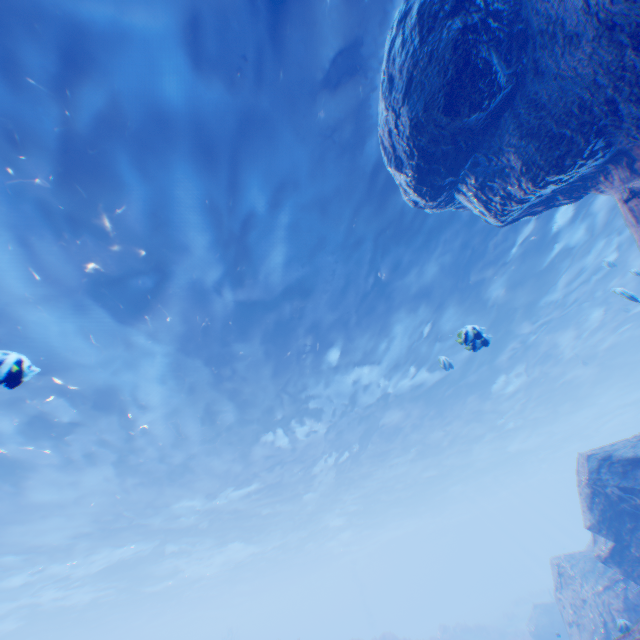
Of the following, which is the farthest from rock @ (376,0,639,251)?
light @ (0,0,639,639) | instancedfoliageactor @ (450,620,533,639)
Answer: instancedfoliageactor @ (450,620,533,639)

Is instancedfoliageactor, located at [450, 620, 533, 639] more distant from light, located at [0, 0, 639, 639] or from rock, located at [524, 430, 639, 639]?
rock, located at [524, 430, 639, 639]

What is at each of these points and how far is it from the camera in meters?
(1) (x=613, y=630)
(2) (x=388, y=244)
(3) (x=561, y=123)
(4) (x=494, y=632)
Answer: (1) rock, 9.1
(2) light, 11.3
(3) rock, 4.6
(4) instancedfoliageactor, 26.8

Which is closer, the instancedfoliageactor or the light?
the light

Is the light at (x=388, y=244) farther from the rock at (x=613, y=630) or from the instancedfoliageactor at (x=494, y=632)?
the instancedfoliageactor at (x=494, y=632)

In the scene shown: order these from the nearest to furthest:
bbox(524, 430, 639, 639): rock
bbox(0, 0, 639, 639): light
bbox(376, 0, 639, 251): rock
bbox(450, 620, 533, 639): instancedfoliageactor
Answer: bbox(376, 0, 639, 251): rock
bbox(0, 0, 639, 639): light
bbox(524, 430, 639, 639): rock
bbox(450, 620, 533, 639): instancedfoliageactor

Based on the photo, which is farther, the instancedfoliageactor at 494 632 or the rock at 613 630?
the instancedfoliageactor at 494 632

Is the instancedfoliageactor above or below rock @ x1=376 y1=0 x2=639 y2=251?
below
